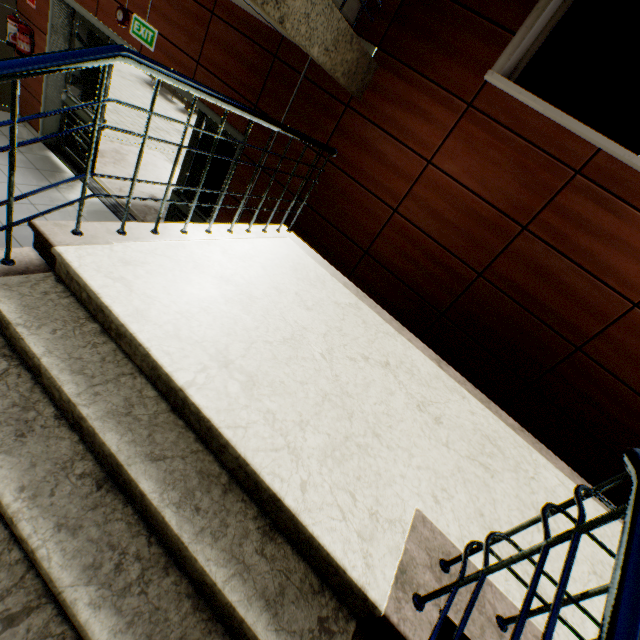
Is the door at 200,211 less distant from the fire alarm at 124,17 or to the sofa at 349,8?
the fire alarm at 124,17

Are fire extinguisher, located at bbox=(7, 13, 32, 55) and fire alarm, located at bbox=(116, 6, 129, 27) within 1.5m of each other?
no

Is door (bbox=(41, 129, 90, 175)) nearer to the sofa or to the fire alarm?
the fire alarm

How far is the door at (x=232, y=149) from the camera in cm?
409

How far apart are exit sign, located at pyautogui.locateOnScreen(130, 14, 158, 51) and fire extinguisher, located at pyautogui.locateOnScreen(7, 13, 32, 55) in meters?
2.3 m

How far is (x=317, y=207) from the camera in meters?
3.5

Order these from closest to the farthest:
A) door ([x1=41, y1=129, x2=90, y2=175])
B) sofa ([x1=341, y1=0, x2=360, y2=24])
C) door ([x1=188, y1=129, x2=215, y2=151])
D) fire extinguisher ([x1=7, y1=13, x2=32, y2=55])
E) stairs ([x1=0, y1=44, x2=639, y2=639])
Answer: stairs ([x1=0, y1=44, x2=639, y2=639]) → sofa ([x1=341, y1=0, x2=360, y2=24]) → door ([x1=188, y1=129, x2=215, y2=151]) → fire extinguisher ([x1=7, y1=13, x2=32, y2=55]) → door ([x1=41, y1=129, x2=90, y2=175])

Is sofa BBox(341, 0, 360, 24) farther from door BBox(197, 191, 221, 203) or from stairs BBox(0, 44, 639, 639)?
door BBox(197, 191, 221, 203)
